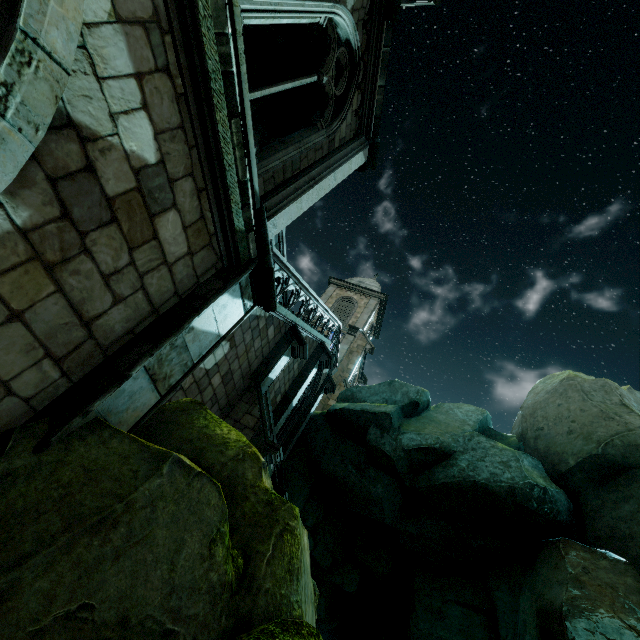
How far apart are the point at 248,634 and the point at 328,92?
8.4m
